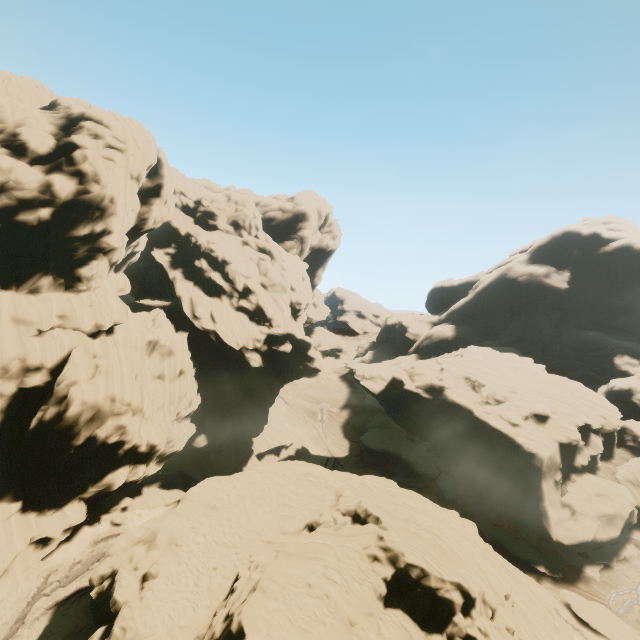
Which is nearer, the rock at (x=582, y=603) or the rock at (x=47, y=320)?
the rock at (x=47, y=320)

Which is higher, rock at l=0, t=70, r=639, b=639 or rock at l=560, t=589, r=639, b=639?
rock at l=0, t=70, r=639, b=639

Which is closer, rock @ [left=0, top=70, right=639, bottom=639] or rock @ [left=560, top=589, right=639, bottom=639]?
rock @ [left=0, top=70, right=639, bottom=639]

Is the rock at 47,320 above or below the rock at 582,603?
above

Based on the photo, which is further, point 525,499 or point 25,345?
point 525,499
